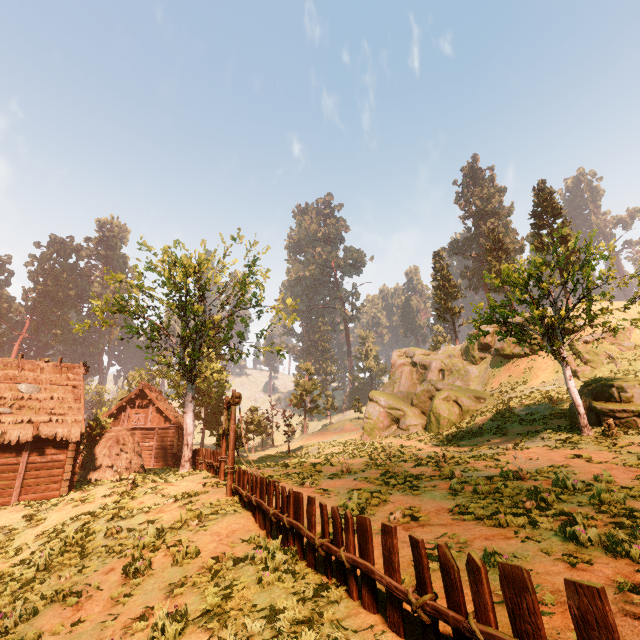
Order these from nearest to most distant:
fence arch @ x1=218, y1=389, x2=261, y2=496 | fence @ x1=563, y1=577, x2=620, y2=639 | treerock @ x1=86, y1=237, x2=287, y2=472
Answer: fence @ x1=563, y1=577, x2=620, y2=639
fence arch @ x1=218, y1=389, x2=261, y2=496
treerock @ x1=86, y1=237, x2=287, y2=472

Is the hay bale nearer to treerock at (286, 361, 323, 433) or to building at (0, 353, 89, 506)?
building at (0, 353, 89, 506)

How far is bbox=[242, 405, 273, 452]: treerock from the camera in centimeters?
4366cm

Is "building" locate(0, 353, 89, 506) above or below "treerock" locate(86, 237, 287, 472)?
below

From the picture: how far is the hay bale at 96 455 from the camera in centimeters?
1931cm

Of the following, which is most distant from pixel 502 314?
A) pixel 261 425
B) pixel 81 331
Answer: pixel 261 425

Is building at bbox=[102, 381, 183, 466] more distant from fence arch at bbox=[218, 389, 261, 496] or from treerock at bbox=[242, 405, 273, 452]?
fence arch at bbox=[218, 389, 261, 496]

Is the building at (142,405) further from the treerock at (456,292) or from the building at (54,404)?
the building at (54,404)
